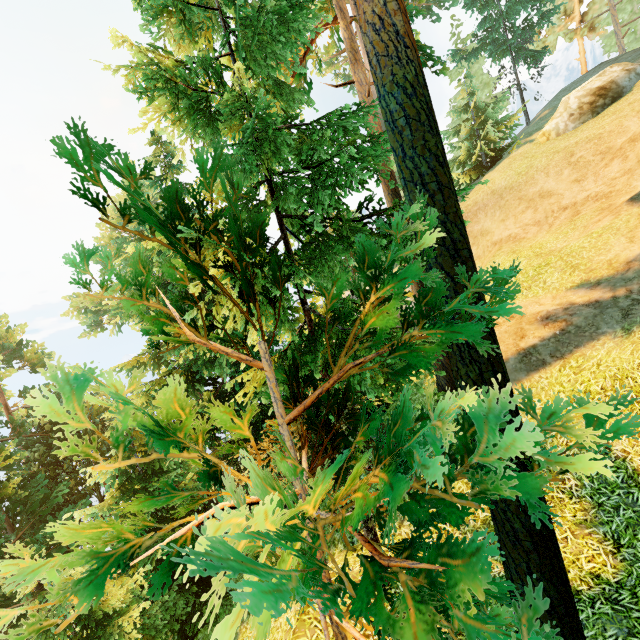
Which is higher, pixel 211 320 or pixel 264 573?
pixel 211 320

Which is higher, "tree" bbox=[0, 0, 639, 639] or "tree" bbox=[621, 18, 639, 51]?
"tree" bbox=[621, 18, 639, 51]

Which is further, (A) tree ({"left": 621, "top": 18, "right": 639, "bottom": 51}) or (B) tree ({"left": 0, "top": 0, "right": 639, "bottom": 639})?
(A) tree ({"left": 621, "top": 18, "right": 639, "bottom": 51})

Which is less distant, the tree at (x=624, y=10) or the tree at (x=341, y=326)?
the tree at (x=341, y=326)

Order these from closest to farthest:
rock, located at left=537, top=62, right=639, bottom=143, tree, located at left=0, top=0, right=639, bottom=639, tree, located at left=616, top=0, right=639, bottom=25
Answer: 1. tree, located at left=0, top=0, right=639, bottom=639
2. rock, located at left=537, top=62, right=639, bottom=143
3. tree, located at left=616, top=0, right=639, bottom=25

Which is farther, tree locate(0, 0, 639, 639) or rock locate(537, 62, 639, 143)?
rock locate(537, 62, 639, 143)
